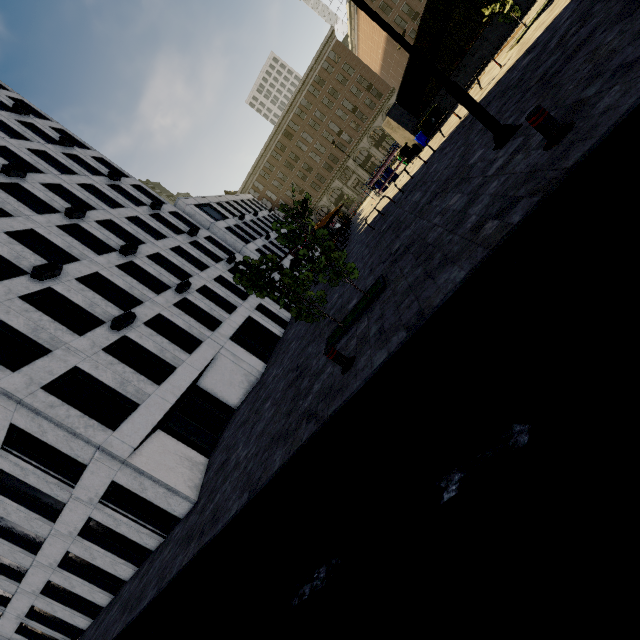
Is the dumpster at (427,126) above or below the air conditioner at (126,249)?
below

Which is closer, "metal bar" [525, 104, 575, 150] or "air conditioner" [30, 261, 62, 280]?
"metal bar" [525, 104, 575, 150]

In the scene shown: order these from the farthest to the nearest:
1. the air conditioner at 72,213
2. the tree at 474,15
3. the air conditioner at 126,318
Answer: the tree at 474,15 → the air conditioner at 72,213 → the air conditioner at 126,318

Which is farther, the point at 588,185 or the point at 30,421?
the point at 30,421

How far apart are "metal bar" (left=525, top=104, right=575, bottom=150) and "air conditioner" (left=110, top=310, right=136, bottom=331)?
16.3m

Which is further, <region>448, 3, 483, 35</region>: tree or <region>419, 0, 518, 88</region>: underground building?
<region>448, 3, 483, 35</region>: tree

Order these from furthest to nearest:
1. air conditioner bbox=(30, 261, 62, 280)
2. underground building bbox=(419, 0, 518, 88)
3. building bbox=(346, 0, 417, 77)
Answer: building bbox=(346, 0, 417, 77), underground building bbox=(419, 0, 518, 88), air conditioner bbox=(30, 261, 62, 280)

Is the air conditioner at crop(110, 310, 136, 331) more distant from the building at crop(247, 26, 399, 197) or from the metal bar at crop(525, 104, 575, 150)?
the building at crop(247, 26, 399, 197)
